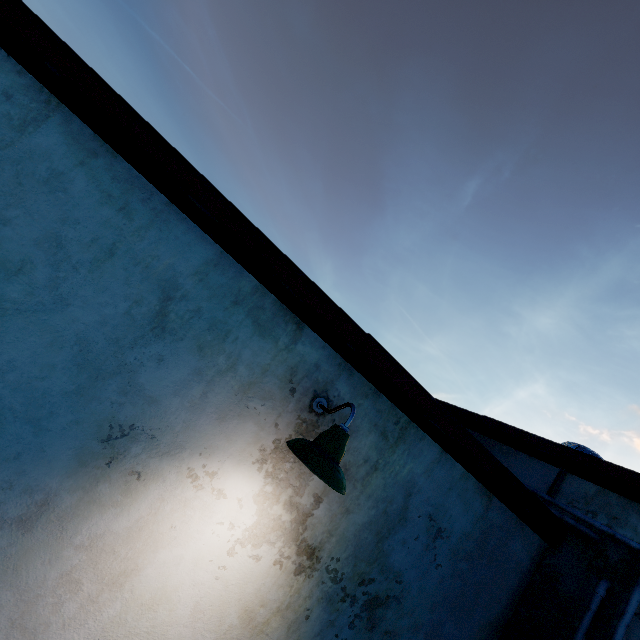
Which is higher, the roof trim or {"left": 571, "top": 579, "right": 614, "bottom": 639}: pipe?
the roof trim

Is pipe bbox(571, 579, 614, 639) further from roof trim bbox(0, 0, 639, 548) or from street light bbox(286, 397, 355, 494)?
street light bbox(286, 397, 355, 494)

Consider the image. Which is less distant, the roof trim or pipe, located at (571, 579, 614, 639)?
the roof trim

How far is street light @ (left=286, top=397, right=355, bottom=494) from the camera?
1.8 meters

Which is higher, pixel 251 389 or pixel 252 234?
pixel 252 234

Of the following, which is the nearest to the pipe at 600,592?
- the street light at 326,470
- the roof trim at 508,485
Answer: the roof trim at 508,485
